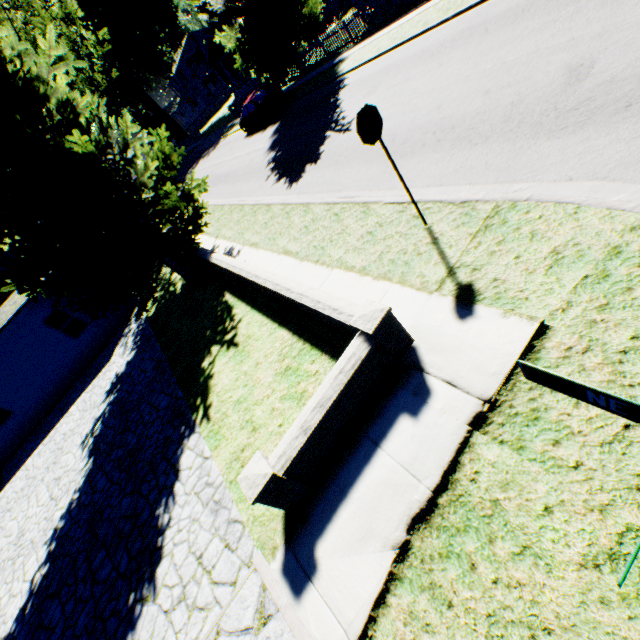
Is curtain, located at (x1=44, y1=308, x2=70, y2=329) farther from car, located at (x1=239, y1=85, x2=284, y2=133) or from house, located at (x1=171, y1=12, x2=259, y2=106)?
house, located at (x1=171, y1=12, x2=259, y2=106)

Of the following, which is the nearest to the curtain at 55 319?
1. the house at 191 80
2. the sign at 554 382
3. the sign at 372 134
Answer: the sign at 372 134

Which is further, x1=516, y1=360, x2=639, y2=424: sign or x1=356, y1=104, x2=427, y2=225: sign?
x1=356, y1=104, x2=427, y2=225: sign

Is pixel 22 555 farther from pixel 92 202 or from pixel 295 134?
pixel 295 134

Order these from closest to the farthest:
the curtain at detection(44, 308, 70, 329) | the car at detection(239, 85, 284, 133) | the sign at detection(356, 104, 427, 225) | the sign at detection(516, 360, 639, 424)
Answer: the sign at detection(516, 360, 639, 424) < the sign at detection(356, 104, 427, 225) < the curtain at detection(44, 308, 70, 329) < the car at detection(239, 85, 284, 133)

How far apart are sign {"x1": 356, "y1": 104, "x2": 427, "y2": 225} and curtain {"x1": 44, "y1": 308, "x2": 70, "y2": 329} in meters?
16.0

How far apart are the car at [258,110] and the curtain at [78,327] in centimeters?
1630cm

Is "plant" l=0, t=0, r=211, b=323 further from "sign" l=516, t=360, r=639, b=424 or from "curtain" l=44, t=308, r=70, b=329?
"sign" l=516, t=360, r=639, b=424
